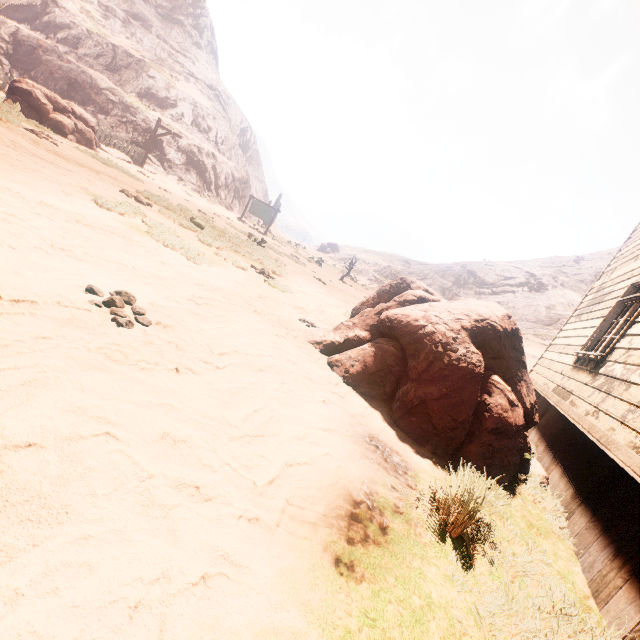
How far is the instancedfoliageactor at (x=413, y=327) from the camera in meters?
3.3

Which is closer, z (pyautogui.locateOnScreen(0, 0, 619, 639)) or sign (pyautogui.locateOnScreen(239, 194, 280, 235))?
z (pyautogui.locateOnScreen(0, 0, 619, 639))

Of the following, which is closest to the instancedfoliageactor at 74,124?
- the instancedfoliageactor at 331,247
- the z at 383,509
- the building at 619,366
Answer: the z at 383,509

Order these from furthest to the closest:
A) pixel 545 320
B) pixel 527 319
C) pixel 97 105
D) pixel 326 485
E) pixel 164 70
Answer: pixel 164 70 < pixel 527 319 < pixel 545 320 < pixel 97 105 < pixel 326 485

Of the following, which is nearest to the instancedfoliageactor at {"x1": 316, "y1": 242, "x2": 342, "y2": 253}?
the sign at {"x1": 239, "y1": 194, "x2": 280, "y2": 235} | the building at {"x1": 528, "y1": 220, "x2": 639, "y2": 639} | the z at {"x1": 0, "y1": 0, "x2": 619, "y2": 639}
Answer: the z at {"x1": 0, "y1": 0, "x2": 619, "y2": 639}

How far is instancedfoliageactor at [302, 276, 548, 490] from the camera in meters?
3.3 m

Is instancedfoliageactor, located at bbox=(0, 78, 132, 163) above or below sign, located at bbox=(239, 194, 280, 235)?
below

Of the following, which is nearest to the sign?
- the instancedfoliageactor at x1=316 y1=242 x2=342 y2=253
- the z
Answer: the z
